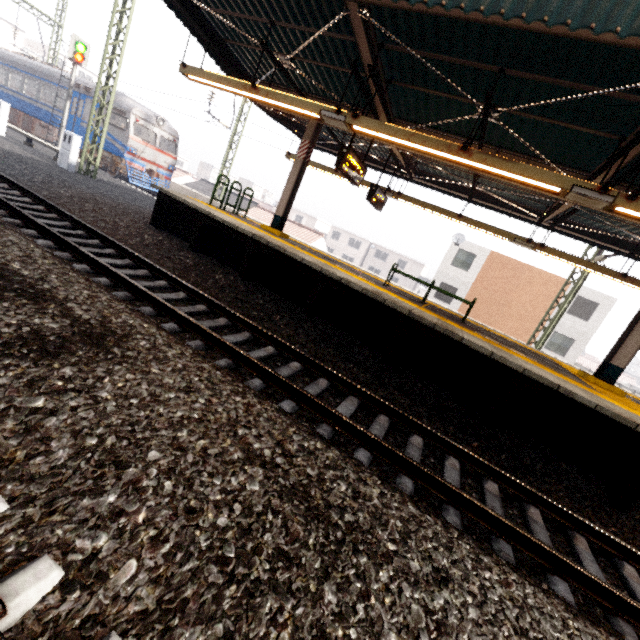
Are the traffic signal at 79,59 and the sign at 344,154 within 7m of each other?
no

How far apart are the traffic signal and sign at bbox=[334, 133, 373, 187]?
18.6 meters

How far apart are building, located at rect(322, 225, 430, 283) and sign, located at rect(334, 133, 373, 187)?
45.8 meters

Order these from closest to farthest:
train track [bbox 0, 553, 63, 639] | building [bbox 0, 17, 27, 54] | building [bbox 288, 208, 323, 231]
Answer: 1. train track [bbox 0, 553, 63, 639]
2. building [bbox 0, 17, 27, 54]
3. building [bbox 288, 208, 323, 231]

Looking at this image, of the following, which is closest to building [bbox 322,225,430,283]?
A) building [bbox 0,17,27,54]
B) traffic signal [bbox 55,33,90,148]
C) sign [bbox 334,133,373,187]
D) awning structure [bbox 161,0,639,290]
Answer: awning structure [bbox 161,0,639,290]

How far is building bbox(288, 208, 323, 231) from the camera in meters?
57.6 m

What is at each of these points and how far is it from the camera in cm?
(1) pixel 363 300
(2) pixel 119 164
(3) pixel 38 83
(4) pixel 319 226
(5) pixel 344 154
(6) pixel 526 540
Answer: (1) platform underside, 641
(2) train, 1902
(3) train, 1978
(4) building, 5931
(5) sign, 745
(6) train track, 308

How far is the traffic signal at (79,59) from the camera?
16.66m
